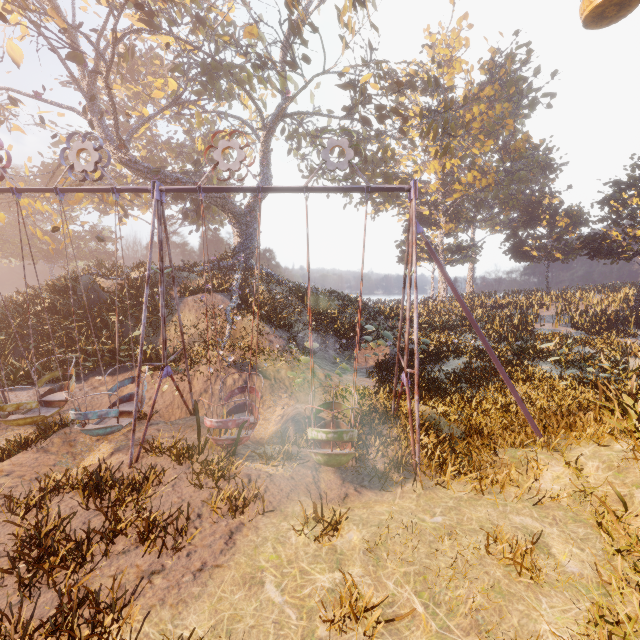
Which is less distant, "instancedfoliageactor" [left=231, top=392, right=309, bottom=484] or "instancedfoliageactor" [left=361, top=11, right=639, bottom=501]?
"instancedfoliageactor" [left=231, top=392, right=309, bottom=484]

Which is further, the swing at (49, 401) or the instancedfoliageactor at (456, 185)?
the instancedfoliageactor at (456, 185)

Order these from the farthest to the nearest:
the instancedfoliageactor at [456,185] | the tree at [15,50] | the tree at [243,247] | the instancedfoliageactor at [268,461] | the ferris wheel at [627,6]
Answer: the tree at [243,247]
the tree at [15,50]
the ferris wheel at [627,6]
the instancedfoliageactor at [456,185]
the instancedfoliageactor at [268,461]

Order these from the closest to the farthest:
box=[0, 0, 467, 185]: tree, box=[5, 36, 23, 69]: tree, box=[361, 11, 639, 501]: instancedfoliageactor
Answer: box=[361, 11, 639, 501]: instancedfoliageactor < box=[5, 36, 23, 69]: tree < box=[0, 0, 467, 185]: tree

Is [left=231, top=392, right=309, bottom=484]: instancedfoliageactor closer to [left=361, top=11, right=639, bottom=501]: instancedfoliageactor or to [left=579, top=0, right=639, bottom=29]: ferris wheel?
[left=361, top=11, right=639, bottom=501]: instancedfoliageactor

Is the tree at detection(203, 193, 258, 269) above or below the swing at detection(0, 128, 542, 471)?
above

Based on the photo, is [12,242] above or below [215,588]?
above

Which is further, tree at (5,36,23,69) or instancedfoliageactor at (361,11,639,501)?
tree at (5,36,23,69)
